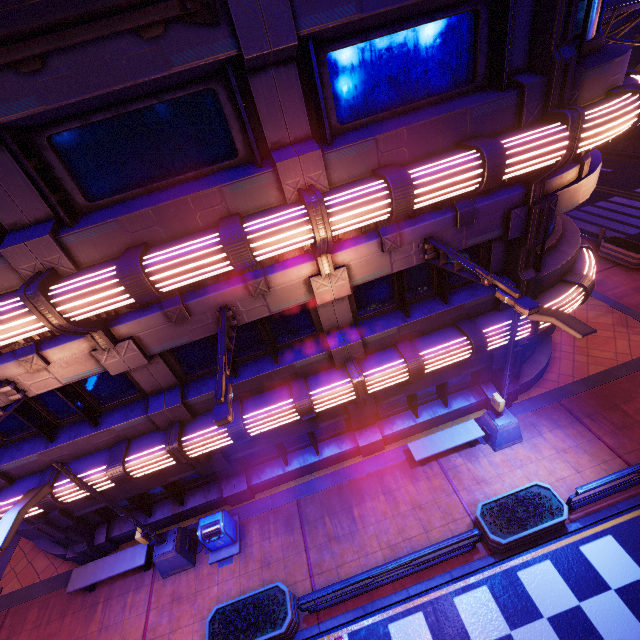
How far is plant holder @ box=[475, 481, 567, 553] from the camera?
8.3 meters

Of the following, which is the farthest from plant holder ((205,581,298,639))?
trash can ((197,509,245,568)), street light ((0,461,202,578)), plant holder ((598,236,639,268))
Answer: plant holder ((598,236,639,268))

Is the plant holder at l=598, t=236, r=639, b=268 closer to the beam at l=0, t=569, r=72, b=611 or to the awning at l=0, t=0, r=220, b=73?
the beam at l=0, t=569, r=72, b=611

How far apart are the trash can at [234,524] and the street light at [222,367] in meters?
6.5 m

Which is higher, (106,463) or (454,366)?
(106,463)

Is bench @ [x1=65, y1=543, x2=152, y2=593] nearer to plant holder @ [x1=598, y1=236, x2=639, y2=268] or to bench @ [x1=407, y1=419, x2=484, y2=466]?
bench @ [x1=407, y1=419, x2=484, y2=466]

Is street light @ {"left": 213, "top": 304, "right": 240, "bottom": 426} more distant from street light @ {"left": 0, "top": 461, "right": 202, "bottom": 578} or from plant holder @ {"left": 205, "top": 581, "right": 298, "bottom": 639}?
plant holder @ {"left": 205, "top": 581, "right": 298, "bottom": 639}

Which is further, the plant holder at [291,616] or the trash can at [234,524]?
the trash can at [234,524]
